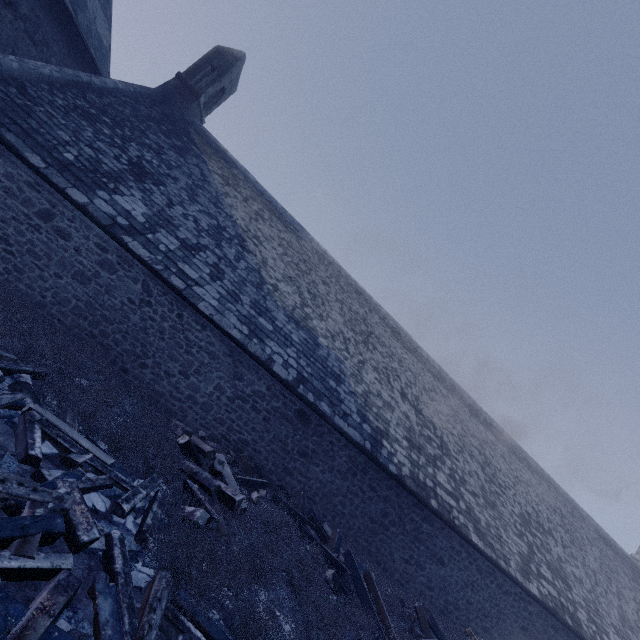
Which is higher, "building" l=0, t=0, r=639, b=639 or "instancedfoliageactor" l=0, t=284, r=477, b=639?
"building" l=0, t=0, r=639, b=639

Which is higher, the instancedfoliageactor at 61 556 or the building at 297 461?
the building at 297 461

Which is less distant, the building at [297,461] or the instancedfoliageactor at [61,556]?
the instancedfoliageactor at [61,556]

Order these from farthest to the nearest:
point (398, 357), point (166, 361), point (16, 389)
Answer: point (398, 357) → point (166, 361) → point (16, 389)

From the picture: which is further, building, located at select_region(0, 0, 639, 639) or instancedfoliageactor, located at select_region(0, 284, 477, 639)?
building, located at select_region(0, 0, 639, 639)
